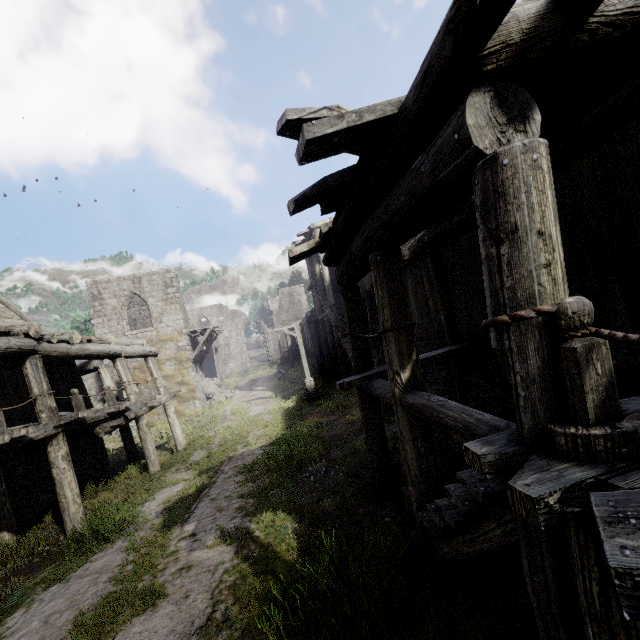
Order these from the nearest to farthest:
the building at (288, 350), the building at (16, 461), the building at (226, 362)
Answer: the building at (16, 461) → the building at (288, 350) → the building at (226, 362)

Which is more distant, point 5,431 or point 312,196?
point 5,431

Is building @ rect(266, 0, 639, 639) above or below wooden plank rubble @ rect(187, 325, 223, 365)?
below

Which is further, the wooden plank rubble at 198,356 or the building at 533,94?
→ the wooden plank rubble at 198,356

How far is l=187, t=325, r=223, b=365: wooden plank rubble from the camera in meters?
24.9 m

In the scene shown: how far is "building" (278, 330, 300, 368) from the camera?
38.4 meters

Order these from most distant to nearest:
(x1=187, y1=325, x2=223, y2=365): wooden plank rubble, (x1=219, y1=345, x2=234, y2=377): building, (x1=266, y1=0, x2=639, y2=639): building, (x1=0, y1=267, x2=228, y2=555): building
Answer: (x1=219, y1=345, x2=234, y2=377): building, (x1=187, y1=325, x2=223, y2=365): wooden plank rubble, (x1=0, y1=267, x2=228, y2=555): building, (x1=266, y1=0, x2=639, y2=639): building
